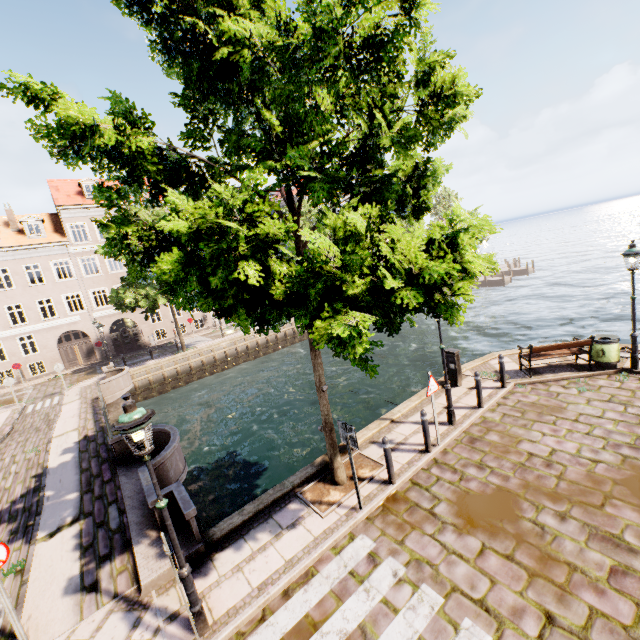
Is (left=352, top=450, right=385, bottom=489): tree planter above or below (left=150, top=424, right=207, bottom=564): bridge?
below

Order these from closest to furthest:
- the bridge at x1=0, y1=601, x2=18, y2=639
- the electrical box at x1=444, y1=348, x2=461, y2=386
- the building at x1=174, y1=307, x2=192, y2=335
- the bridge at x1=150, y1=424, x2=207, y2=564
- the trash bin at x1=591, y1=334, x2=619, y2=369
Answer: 1. the bridge at x1=0, y1=601, x2=18, y2=639
2. the bridge at x1=150, y1=424, x2=207, y2=564
3. the trash bin at x1=591, y1=334, x2=619, y2=369
4. the electrical box at x1=444, y1=348, x2=461, y2=386
5. the building at x1=174, y1=307, x2=192, y2=335

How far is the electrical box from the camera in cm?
1070

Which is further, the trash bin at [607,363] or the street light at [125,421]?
the trash bin at [607,363]

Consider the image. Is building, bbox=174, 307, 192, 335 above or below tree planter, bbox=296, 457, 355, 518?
above

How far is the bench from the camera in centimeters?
996cm

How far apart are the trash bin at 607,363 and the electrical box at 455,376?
3.97m

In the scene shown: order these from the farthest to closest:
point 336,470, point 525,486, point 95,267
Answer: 1. point 95,267
2. point 336,470
3. point 525,486
